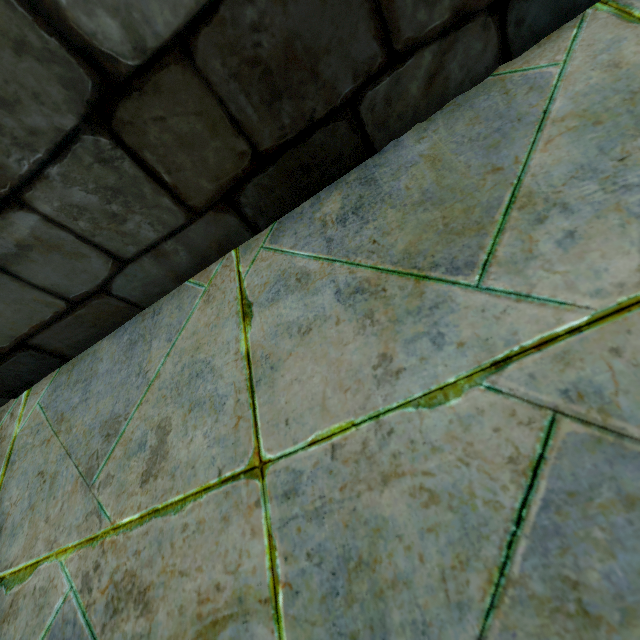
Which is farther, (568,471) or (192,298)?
(192,298)
